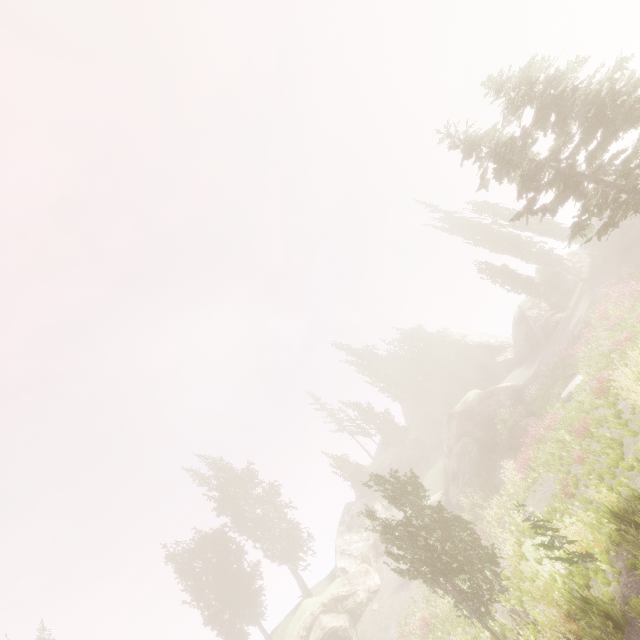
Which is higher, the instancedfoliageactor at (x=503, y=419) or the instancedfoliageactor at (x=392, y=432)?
the instancedfoliageactor at (x=392, y=432)

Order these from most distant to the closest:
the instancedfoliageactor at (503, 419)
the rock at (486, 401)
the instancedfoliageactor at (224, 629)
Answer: the instancedfoliageactor at (224, 629)
the rock at (486, 401)
the instancedfoliageactor at (503, 419)

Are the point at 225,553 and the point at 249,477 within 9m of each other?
yes

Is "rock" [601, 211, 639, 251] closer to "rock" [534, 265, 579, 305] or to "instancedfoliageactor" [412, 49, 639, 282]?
"instancedfoliageactor" [412, 49, 639, 282]

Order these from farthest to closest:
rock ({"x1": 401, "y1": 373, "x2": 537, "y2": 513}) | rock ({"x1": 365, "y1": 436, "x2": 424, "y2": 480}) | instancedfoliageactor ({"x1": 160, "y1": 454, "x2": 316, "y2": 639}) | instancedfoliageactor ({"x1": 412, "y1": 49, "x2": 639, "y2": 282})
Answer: rock ({"x1": 365, "y1": 436, "x2": 424, "y2": 480}) < instancedfoliageactor ({"x1": 160, "y1": 454, "x2": 316, "y2": 639}) < rock ({"x1": 401, "y1": 373, "x2": 537, "y2": 513}) < instancedfoliageactor ({"x1": 412, "y1": 49, "x2": 639, "y2": 282})

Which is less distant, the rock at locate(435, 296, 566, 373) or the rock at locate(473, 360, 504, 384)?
the rock at locate(435, 296, 566, 373)

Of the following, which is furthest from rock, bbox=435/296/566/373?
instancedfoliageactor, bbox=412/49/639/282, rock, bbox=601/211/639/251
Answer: rock, bbox=601/211/639/251
